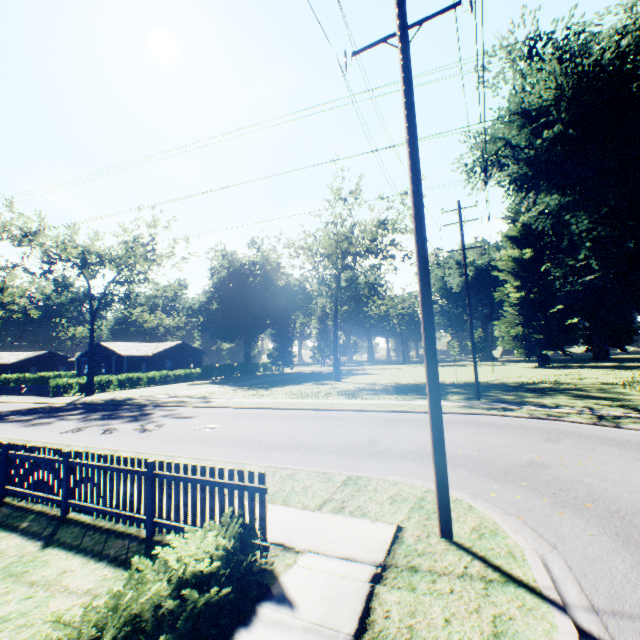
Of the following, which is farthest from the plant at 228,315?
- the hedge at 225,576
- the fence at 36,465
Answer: the hedge at 225,576

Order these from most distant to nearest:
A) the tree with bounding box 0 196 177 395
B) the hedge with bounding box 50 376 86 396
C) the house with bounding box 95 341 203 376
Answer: the house with bounding box 95 341 203 376
the hedge with bounding box 50 376 86 396
the tree with bounding box 0 196 177 395

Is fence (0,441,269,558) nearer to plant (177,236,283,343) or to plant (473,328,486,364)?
plant (177,236,283,343)

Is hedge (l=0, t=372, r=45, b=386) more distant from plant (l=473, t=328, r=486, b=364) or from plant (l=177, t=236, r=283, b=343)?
plant (l=473, t=328, r=486, b=364)

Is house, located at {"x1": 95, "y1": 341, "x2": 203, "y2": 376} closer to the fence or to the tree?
the tree

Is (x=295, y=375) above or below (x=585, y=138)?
below

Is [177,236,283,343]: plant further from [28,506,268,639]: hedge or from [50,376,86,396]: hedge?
[28,506,268,639]: hedge

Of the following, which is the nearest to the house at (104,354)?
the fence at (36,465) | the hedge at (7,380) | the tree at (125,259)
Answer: the hedge at (7,380)
